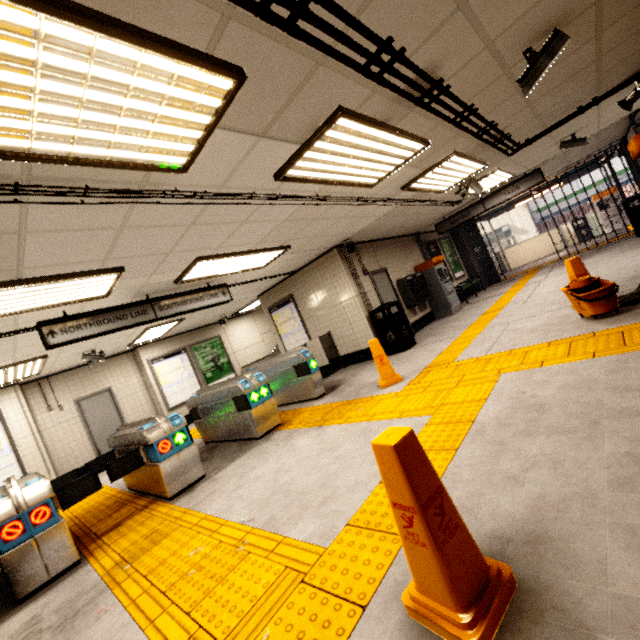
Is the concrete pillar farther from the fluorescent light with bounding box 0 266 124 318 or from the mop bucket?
the fluorescent light with bounding box 0 266 124 318

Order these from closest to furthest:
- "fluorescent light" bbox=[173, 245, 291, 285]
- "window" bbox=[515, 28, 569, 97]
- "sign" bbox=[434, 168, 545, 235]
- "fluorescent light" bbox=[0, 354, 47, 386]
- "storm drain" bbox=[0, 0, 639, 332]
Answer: "storm drain" bbox=[0, 0, 639, 332] → "window" bbox=[515, 28, 569, 97] → "fluorescent light" bbox=[173, 245, 291, 285] → "fluorescent light" bbox=[0, 354, 47, 386] → "sign" bbox=[434, 168, 545, 235]

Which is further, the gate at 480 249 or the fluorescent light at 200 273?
the gate at 480 249

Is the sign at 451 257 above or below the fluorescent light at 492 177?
below

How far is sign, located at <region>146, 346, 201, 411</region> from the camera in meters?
10.2 m

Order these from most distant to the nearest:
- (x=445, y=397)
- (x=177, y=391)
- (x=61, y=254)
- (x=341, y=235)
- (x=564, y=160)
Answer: (x=177, y=391) < (x=564, y=160) < (x=341, y=235) < (x=445, y=397) < (x=61, y=254)

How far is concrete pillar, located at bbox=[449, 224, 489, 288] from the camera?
13.5 meters

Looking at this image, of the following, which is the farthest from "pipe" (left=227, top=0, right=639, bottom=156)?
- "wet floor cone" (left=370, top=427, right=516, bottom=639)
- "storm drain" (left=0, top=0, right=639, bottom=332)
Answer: "wet floor cone" (left=370, top=427, right=516, bottom=639)
